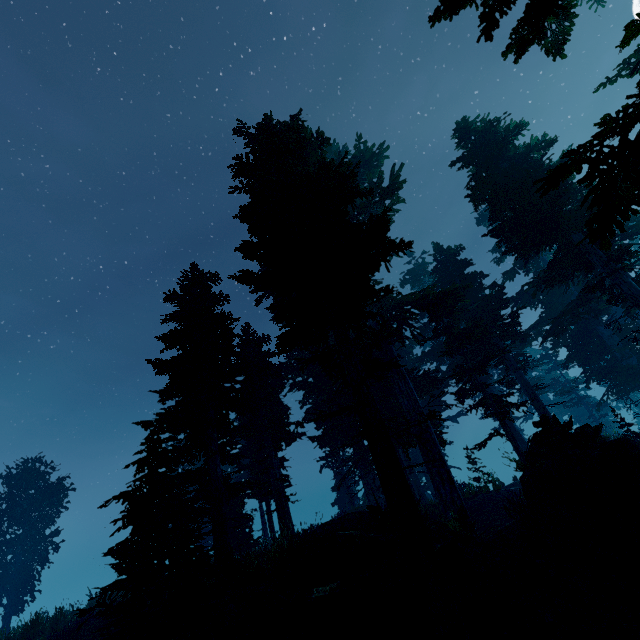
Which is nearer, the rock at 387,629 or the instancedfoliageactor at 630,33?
the instancedfoliageactor at 630,33

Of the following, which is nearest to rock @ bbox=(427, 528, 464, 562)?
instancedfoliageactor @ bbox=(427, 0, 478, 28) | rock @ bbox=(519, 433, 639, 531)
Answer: instancedfoliageactor @ bbox=(427, 0, 478, 28)

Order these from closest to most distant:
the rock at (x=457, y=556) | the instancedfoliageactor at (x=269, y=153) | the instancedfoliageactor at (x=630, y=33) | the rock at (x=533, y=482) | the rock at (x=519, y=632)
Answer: the instancedfoliageactor at (x=630, y=33), the rock at (x=519, y=632), the instancedfoliageactor at (x=269, y=153), the rock at (x=457, y=556), the rock at (x=533, y=482)

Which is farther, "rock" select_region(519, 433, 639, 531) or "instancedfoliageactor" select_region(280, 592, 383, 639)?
"rock" select_region(519, 433, 639, 531)

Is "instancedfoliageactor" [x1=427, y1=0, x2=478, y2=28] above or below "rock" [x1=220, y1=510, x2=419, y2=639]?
above

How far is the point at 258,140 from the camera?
11.91m

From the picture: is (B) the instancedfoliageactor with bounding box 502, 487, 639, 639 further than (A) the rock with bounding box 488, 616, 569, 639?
No
